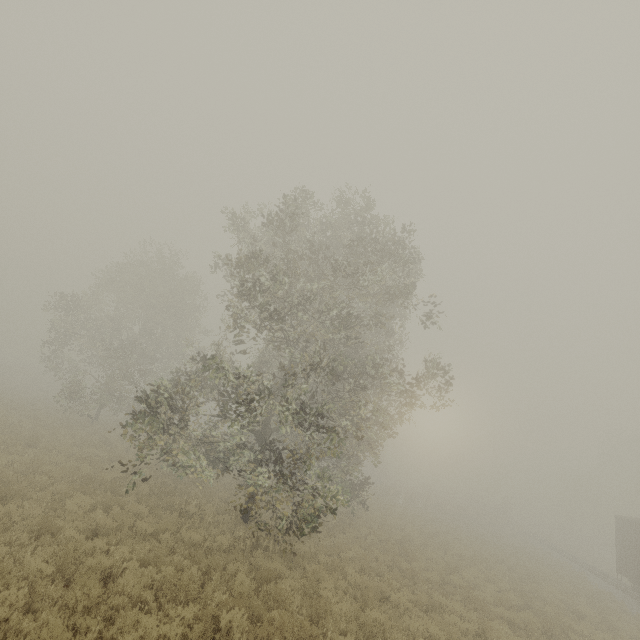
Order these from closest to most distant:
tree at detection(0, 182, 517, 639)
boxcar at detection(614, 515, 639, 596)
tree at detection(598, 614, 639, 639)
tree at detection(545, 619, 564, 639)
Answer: tree at detection(0, 182, 517, 639) < tree at detection(545, 619, 564, 639) < tree at detection(598, 614, 639, 639) < boxcar at detection(614, 515, 639, 596)

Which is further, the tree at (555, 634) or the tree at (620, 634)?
the tree at (620, 634)

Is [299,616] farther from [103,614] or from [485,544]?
[485,544]

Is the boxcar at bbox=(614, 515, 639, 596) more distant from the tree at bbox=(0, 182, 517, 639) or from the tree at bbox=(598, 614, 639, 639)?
the tree at bbox=(0, 182, 517, 639)

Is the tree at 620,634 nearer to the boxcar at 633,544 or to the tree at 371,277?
the tree at 371,277

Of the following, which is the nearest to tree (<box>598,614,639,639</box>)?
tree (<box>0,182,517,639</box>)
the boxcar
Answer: tree (<box>0,182,517,639</box>)
